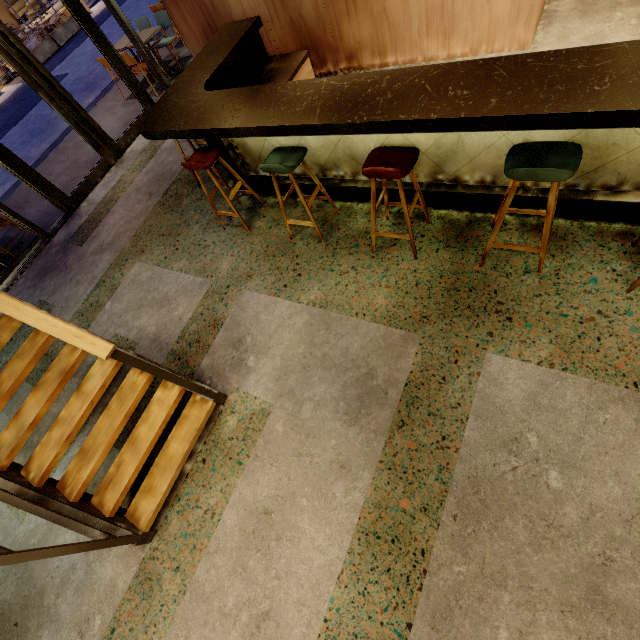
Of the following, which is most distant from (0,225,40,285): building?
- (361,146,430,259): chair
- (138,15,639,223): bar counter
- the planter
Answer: the planter

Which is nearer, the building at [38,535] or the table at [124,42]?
the building at [38,535]

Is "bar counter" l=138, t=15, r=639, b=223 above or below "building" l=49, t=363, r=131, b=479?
above

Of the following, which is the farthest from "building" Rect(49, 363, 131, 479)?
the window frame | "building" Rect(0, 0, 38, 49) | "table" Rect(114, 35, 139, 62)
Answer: "building" Rect(0, 0, 38, 49)

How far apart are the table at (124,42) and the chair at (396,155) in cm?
776

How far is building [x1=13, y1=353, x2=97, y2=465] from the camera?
3.54m

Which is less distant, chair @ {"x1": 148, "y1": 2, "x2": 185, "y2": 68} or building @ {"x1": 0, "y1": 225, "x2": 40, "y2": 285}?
building @ {"x1": 0, "y1": 225, "x2": 40, "y2": 285}

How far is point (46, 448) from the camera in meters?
2.6 m
